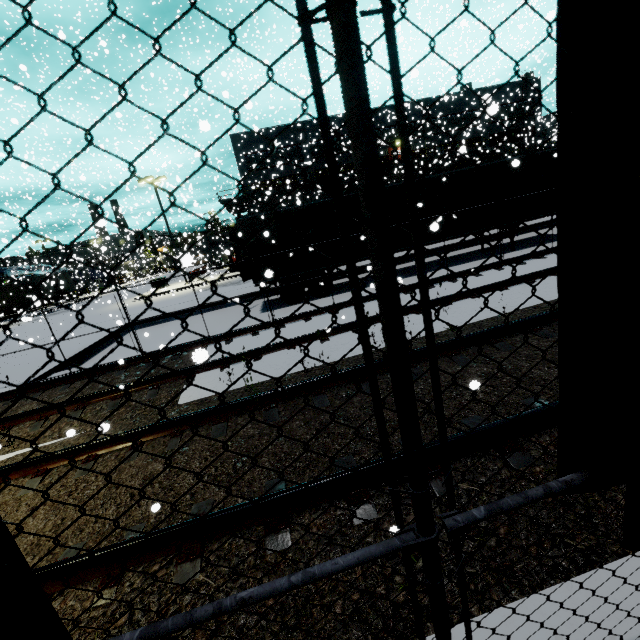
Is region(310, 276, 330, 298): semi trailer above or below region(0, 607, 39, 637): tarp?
below

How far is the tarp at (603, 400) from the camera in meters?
1.2

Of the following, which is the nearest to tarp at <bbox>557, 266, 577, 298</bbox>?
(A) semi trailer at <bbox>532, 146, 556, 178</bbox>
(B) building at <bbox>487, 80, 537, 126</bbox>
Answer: (A) semi trailer at <bbox>532, 146, 556, 178</bbox>

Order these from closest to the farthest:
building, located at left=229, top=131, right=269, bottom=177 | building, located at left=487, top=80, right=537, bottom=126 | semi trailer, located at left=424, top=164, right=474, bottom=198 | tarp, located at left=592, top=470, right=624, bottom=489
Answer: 1. tarp, located at left=592, top=470, right=624, bottom=489
2. semi trailer, located at left=424, top=164, right=474, bottom=198
3. building, located at left=487, top=80, right=537, bottom=126
4. building, located at left=229, top=131, right=269, bottom=177

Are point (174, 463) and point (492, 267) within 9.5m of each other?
no

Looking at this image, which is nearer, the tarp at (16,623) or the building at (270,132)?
the tarp at (16,623)

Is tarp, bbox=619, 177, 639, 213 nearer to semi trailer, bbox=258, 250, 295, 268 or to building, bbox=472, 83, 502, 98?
semi trailer, bbox=258, 250, 295, 268

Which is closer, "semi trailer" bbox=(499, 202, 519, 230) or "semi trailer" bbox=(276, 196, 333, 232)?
"semi trailer" bbox=(276, 196, 333, 232)
